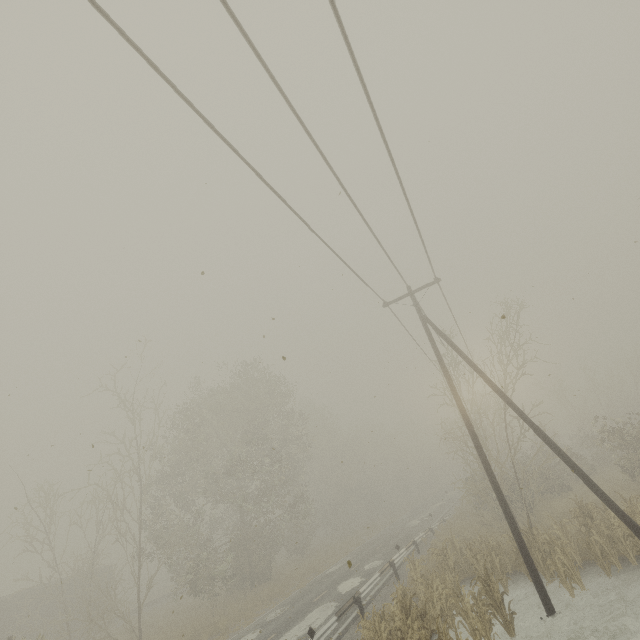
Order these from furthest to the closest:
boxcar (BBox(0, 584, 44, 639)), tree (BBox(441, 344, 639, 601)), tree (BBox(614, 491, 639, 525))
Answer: boxcar (BBox(0, 584, 44, 639))
tree (BBox(441, 344, 639, 601))
tree (BBox(614, 491, 639, 525))

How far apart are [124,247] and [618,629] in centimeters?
1563cm

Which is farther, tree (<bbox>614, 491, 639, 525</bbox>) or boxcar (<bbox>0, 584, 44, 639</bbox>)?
boxcar (<bbox>0, 584, 44, 639</bbox>)

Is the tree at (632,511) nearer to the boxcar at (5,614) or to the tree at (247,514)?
the tree at (247,514)

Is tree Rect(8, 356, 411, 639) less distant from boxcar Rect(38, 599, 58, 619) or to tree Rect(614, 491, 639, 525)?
tree Rect(614, 491, 639, 525)

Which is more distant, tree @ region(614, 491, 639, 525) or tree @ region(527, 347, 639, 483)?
tree @ region(527, 347, 639, 483)

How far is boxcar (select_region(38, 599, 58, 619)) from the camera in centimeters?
2712cm

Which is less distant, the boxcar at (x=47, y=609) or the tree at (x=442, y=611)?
the tree at (x=442, y=611)
